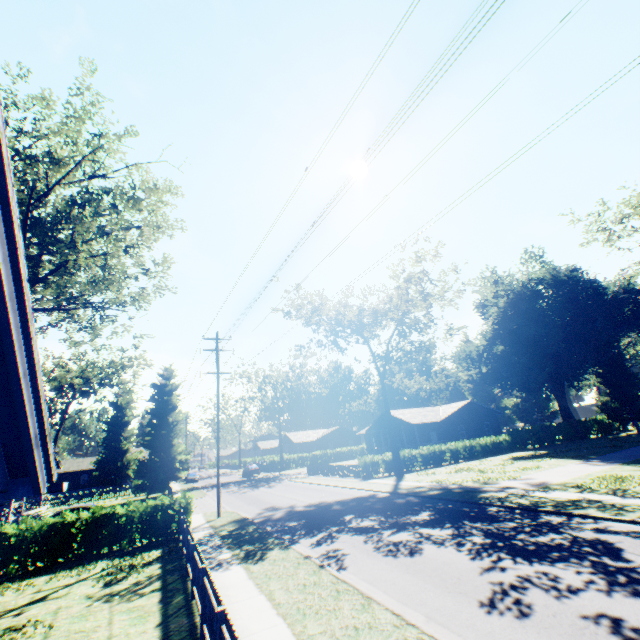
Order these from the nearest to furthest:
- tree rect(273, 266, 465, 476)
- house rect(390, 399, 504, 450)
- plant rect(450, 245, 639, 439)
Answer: tree rect(273, 266, 465, 476)
plant rect(450, 245, 639, 439)
house rect(390, 399, 504, 450)

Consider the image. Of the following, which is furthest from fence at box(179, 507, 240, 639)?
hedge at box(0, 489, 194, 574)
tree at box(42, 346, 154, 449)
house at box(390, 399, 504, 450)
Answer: tree at box(42, 346, 154, 449)

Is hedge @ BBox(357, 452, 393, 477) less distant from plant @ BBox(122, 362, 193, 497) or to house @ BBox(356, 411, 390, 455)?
house @ BBox(356, 411, 390, 455)

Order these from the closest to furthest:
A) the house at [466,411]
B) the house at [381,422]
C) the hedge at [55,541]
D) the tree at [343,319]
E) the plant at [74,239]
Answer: the hedge at [55,541], the plant at [74,239], the tree at [343,319], the house at [466,411], the house at [381,422]

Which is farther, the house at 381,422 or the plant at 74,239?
the house at 381,422

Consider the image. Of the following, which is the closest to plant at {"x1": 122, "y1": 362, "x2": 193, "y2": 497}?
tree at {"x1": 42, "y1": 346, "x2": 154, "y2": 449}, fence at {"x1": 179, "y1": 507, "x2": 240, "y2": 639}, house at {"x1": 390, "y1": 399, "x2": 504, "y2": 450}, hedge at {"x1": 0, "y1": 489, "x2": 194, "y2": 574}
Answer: tree at {"x1": 42, "y1": 346, "x2": 154, "y2": 449}

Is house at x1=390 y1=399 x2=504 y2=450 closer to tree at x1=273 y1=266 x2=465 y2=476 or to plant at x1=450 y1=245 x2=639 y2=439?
tree at x1=273 y1=266 x2=465 y2=476

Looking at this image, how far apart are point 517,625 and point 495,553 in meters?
3.7 m
